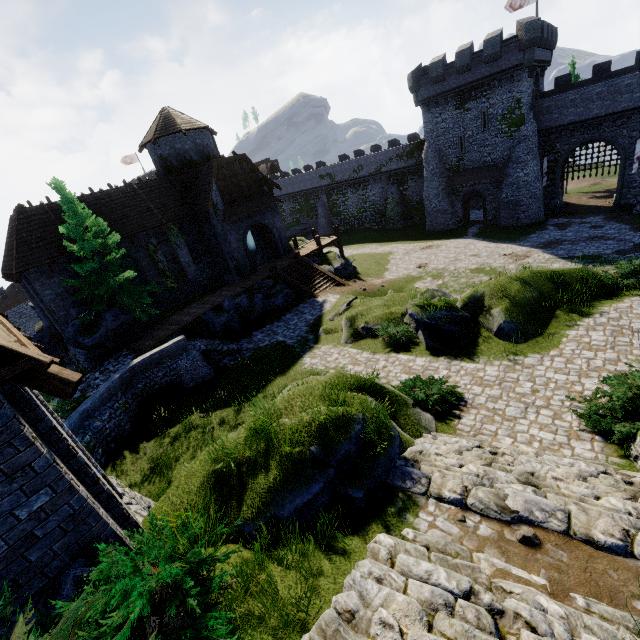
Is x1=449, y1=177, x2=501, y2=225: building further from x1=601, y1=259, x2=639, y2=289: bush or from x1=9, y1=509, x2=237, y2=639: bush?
x1=9, y1=509, x2=237, y2=639: bush

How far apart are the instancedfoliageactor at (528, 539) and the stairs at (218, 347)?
16.4m

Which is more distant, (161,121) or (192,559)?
(161,121)

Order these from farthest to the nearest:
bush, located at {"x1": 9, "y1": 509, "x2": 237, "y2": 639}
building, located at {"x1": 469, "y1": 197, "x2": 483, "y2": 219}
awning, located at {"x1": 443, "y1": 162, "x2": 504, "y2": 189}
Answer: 1. building, located at {"x1": 469, "y1": 197, "x2": 483, "y2": 219}
2. awning, located at {"x1": 443, "y1": 162, "x2": 504, "y2": 189}
3. bush, located at {"x1": 9, "y1": 509, "x2": 237, "y2": 639}

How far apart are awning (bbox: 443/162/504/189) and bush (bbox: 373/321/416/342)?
26.07m

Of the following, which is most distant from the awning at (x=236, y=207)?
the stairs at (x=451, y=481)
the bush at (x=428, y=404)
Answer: the stairs at (x=451, y=481)

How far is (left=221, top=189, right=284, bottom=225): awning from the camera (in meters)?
24.89

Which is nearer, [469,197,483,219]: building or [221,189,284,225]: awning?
[221,189,284,225]: awning
